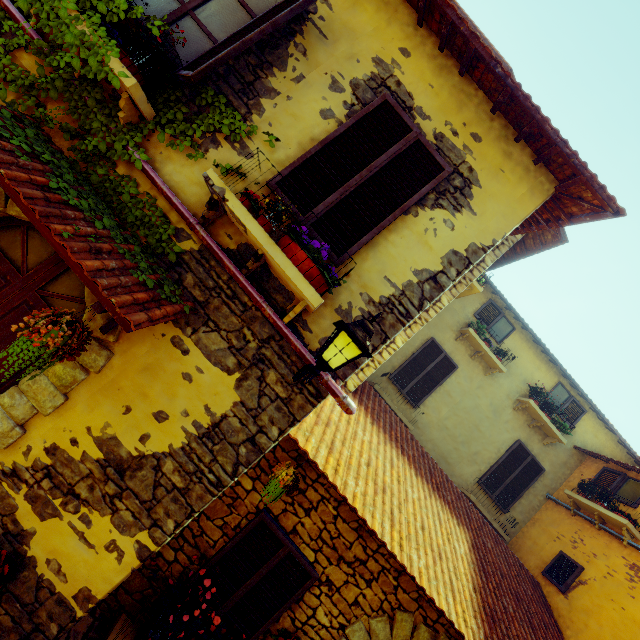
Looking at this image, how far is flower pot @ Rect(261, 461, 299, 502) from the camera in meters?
A: 3.7 m

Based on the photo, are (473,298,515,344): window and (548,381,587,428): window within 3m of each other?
yes

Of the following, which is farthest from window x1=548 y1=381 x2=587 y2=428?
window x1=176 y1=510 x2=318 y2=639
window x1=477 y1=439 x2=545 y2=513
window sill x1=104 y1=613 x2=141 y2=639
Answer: window sill x1=104 y1=613 x2=141 y2=639

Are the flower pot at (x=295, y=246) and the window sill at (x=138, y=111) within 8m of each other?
yes

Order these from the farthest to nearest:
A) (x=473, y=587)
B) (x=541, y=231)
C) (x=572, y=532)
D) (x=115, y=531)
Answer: (x=572, y=532) < (x=541, y=231) < (x=473, y=587) < (x=115, y=531)

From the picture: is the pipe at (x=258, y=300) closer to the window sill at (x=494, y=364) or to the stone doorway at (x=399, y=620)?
the stone doorway at (x=399, y=620)

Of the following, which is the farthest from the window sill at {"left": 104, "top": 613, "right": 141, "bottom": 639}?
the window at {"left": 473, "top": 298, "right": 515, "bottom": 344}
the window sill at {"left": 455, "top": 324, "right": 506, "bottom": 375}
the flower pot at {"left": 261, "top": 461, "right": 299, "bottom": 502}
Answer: the window at {"left": 473, "top": 298, "right": 515, "bottom": 344}

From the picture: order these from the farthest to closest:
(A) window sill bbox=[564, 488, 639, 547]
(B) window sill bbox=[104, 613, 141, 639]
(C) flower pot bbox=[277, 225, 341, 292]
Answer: (A) window sill bbox=[564, 488, 639, 547], (B) window sill bbox=[104, 613, 141, 639], (C) flower pot bbox=[277, 225, 341, 292]
